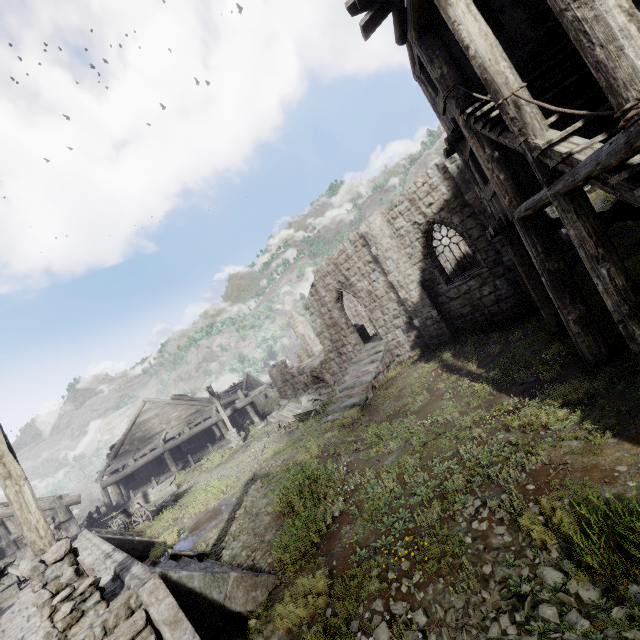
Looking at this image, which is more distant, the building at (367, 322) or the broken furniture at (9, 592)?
the broken furniture at (9, 592)

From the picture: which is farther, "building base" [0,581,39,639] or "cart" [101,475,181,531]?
"cart" [101,475,181,531]

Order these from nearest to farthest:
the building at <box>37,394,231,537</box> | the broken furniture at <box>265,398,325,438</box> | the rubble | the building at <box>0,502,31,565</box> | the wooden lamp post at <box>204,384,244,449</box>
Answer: the building at <box>0,502,31,565</box>, the broken furniture at <box>265,398,325,438</box>, the building at <box>37,394,231,537</box>, the rubble, the wooden lamp post at <box>204,384,244,449</box>

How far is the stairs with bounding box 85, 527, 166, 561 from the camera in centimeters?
1069cm

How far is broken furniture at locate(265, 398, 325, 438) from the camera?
17.9m

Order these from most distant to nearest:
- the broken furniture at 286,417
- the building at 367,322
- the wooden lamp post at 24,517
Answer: the broken furniture at 286,417
the wooden lamp post at 24,517
the building at 367,322

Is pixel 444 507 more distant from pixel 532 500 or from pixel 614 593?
pixel 614 593

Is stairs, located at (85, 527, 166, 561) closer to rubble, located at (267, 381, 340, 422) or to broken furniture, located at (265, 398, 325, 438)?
broken furniture, located at (265, 398, 325, 438)
